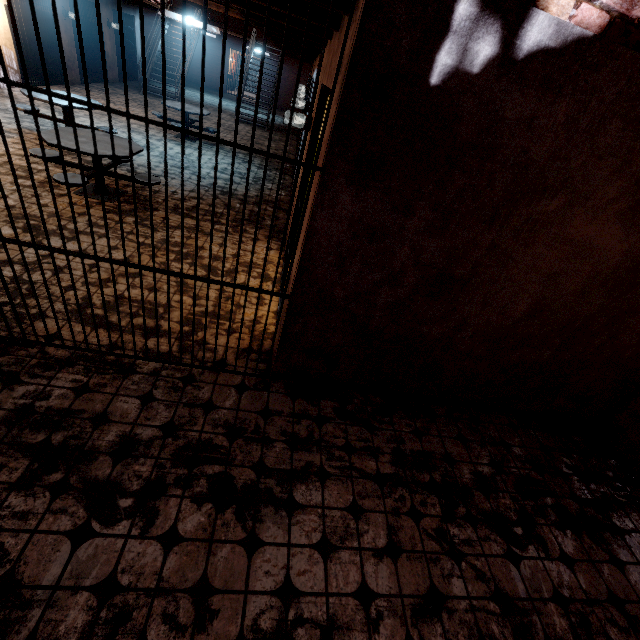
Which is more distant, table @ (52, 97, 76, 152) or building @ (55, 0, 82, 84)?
building @ (55, 0, 82, 84)

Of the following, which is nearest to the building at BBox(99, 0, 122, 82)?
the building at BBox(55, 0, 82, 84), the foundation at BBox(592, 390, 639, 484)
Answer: the building at BBox(55, 0, 82, 84)

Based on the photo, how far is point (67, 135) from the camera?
4.8m

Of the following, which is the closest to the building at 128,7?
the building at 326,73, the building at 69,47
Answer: the building at 69,47

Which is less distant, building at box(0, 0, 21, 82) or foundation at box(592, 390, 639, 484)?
foundation at box(592, 390, 639, 484)

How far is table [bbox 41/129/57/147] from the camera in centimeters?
441cm

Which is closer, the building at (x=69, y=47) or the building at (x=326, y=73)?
the building at (x=326, y=73)

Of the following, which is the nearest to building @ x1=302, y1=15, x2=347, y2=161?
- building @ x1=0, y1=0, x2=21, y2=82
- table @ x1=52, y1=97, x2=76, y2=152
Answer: table @ x1=52, y1=97, x2=76, y2=152
